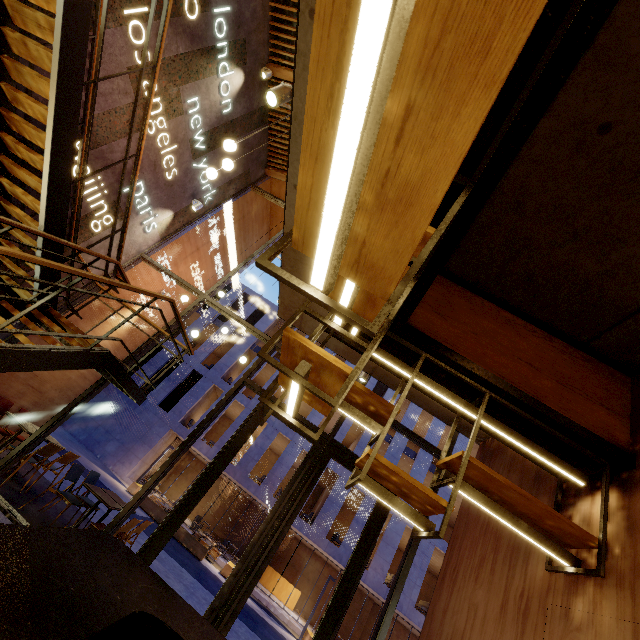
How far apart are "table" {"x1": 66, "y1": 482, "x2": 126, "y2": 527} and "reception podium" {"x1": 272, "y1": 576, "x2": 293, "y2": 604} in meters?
20.5 m

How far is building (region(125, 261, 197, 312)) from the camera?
7.83m

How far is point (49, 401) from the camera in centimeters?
766cm

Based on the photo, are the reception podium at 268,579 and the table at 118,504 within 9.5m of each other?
no

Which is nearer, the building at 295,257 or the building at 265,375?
the building at 295,257

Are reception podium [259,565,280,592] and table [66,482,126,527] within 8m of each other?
no

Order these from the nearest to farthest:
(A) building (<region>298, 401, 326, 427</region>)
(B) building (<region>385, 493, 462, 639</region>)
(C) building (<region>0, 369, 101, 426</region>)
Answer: (C) building (<region>0, 369, 101, 426</region>), (B) building (<region>385, 493, 462, 639</region>), (A) building (<region>298, 401, 326, 427</region>)

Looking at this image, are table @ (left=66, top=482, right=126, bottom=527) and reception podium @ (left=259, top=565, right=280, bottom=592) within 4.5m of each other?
no
